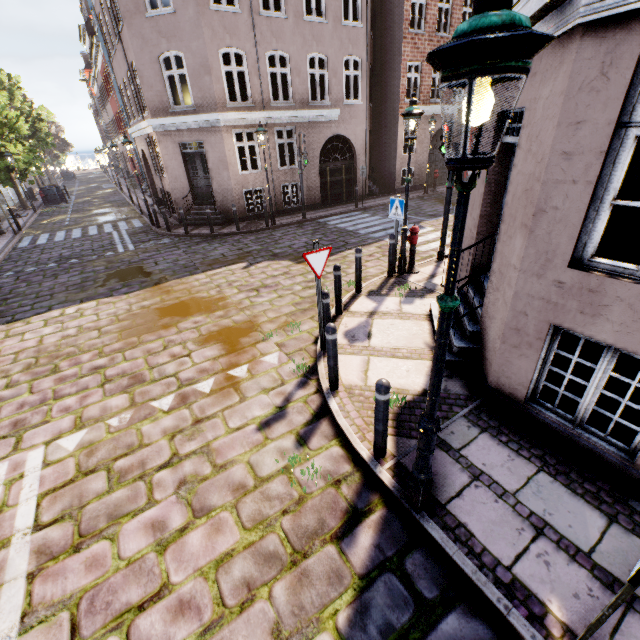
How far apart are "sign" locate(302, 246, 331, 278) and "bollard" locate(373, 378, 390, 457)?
2.2 meters

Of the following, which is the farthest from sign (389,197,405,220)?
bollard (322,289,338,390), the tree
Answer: the tree

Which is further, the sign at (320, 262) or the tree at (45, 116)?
the tree at (45, 116)

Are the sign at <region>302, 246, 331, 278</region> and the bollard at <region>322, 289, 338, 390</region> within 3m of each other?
yes

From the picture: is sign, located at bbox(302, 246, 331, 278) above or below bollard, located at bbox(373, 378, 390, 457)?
above

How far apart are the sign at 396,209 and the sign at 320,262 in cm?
361

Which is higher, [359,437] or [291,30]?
[291,30]

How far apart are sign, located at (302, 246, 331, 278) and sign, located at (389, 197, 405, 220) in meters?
3.6
